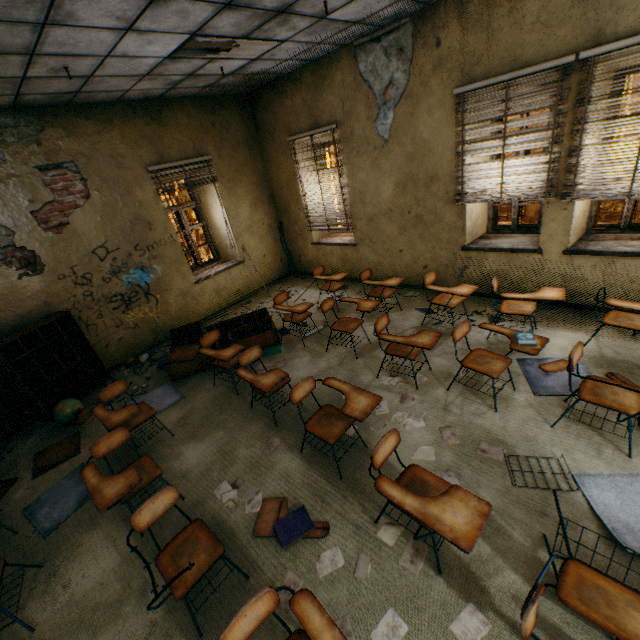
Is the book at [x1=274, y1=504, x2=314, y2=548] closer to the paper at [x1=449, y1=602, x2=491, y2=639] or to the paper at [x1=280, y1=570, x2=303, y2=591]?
the paper at [x1=280, y1=570, x2=303, y2=591]

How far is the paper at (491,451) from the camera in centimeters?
286cm

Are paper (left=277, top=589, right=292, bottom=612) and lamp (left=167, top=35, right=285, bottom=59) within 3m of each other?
no

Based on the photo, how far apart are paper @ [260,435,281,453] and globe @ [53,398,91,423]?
2.9 meters

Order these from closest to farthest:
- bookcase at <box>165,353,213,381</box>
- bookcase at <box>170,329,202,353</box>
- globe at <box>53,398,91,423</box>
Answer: globe at <box>53,398,91,423</box> < bookcase at <box>165,353,213,381</box> < bookcase at <box>170,329,202,353</box>

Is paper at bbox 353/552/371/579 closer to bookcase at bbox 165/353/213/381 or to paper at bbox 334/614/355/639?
paper at bbox 334/614/355/639

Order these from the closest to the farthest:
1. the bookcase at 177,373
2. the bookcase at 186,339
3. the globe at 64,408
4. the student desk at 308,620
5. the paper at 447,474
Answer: the student desk at 308,620 < the paper at 447,474 < the globe at 64,408 < the bookcase at 177,373 < the bookcase at 186,339

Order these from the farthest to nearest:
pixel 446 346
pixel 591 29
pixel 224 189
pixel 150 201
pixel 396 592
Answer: pixel 224 189 < pixel 150 201 < pixel 446 346 < pixel 591 29 < pixel 396 592
